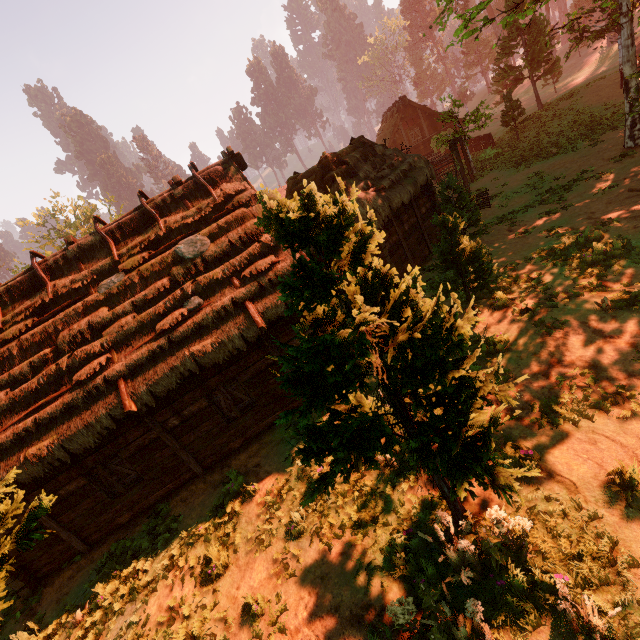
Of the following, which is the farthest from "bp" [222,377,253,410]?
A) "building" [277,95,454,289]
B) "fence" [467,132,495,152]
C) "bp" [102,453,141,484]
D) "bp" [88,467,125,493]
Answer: "fence" [467,132,495,152]

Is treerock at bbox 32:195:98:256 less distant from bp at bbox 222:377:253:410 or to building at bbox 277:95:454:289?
building at bbox 277:95:454:289

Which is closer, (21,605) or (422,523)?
(422,523)

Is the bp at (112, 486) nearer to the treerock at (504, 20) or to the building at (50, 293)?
the building at (50, 293)

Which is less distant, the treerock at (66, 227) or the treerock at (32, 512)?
the treerock at (32, 512)

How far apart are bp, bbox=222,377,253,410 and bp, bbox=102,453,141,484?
3.5 meters

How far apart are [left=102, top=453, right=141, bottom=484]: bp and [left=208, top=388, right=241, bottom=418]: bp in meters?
2.9 m

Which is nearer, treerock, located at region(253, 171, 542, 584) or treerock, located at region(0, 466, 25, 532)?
treerock, located at region(253, 171, 542, 584)
